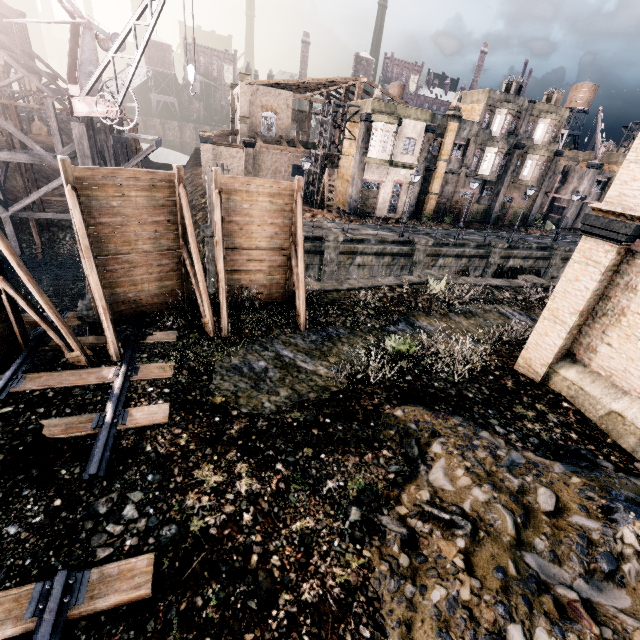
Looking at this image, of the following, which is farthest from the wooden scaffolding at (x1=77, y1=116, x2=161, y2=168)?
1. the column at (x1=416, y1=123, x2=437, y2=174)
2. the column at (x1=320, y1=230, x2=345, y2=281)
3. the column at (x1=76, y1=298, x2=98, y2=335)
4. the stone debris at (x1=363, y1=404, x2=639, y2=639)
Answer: the column at (x1=416, y1=123, x2=437, y2=174)

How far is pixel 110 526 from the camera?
6.30m

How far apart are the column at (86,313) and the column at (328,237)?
16.6 meters

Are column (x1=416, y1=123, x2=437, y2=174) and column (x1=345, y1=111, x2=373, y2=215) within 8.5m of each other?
yes

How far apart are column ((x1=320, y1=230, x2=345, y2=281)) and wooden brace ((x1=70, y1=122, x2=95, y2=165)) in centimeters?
1448cm

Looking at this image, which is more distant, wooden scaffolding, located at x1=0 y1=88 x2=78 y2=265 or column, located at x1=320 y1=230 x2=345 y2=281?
column, located at x1=320 y1=230 x2=345 y2=281

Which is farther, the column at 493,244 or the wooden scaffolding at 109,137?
the column at 493,244

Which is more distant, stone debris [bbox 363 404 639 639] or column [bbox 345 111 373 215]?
column [bbox 345 111 373 215]
